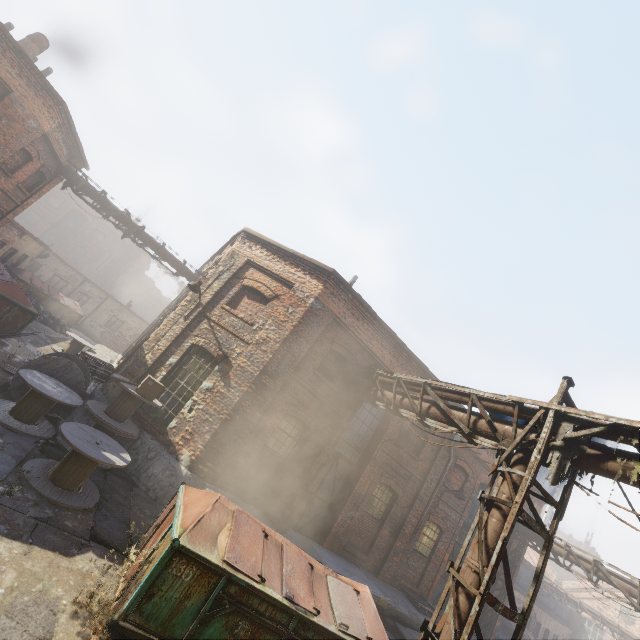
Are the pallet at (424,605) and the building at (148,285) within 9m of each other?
no

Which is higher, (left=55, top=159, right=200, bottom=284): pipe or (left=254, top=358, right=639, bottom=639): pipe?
(left=55, top=159, right=200, bottom=284): pipe

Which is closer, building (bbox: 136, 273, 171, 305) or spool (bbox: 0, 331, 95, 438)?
spool (bbox: 0, 331, 95, 438)

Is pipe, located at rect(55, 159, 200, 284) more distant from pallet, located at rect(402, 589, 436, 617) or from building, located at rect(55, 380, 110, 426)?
pallet, located at rect(402, 589, 436, 617)

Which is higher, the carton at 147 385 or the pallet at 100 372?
the carton at 147 385

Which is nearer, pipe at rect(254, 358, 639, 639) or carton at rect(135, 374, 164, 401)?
pipe at rect(254, 358, 639, 639)

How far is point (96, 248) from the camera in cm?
3703

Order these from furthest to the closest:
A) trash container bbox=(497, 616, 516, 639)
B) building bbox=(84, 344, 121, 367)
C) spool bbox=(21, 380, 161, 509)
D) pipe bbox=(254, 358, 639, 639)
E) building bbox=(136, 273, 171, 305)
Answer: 1. building bbox=(136, 273, 171, 305)
2. trash container bbox=(497, 616, 516, 639)
3. building bbox=(84, 344, 121, 367)
4. spool bbox=(21, 380, 161, 509)
5. pipe bbox=(254, 358, 639, 639)
